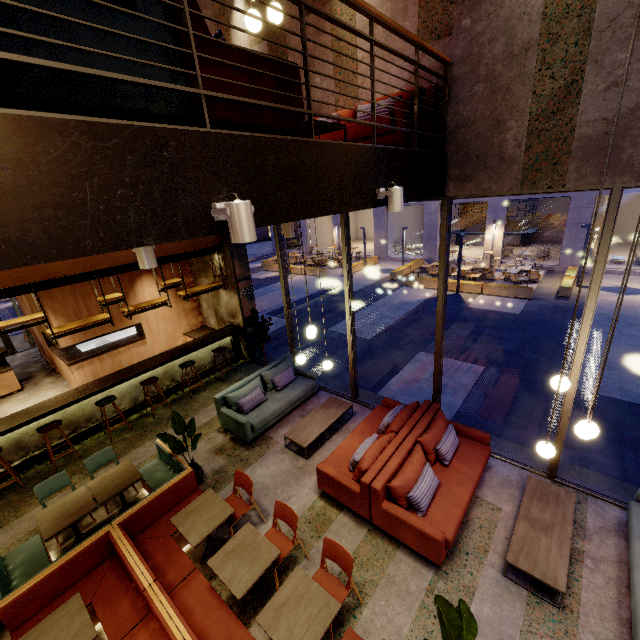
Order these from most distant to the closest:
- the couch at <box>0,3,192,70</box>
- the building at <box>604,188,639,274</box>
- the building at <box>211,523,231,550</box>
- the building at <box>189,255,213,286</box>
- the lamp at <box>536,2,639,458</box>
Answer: the building at <box>604,188,639,274</box>, the building at <box>189,255,213,286</box>, the building at <box>211,523,231,550</box>, the lamp at <box>536,2,639,458</box>, the couch at <box>0,3,192,70</box>

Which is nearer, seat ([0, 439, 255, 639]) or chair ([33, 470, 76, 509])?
seat ([0, 439, 255, 639])

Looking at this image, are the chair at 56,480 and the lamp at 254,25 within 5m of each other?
no

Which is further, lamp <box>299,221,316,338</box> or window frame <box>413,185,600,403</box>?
lamp <box>299,221,316,338</box>

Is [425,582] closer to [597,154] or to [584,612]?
[584,612]

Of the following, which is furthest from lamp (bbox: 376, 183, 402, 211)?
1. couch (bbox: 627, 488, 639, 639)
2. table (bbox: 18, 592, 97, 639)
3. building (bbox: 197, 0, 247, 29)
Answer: table (bbox: 18, 592, 97, 639)

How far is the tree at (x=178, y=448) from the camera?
5.53m

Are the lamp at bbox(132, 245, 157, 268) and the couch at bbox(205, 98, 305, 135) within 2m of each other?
yes
